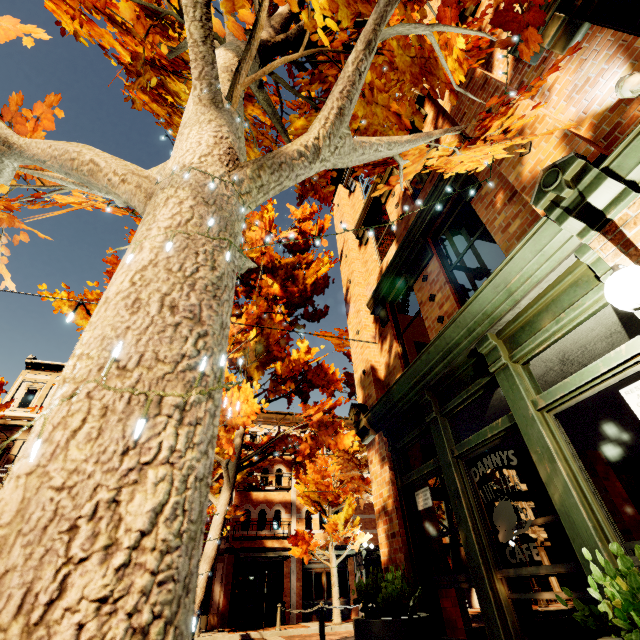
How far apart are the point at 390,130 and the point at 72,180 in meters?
4.1

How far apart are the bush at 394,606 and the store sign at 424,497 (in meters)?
1.10

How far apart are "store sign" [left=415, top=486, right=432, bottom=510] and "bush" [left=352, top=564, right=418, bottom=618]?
1.1 meters

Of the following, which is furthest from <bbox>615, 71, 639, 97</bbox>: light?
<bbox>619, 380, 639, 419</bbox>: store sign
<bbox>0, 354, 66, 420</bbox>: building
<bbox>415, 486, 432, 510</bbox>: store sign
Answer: <bbox>0, 354, 66, 420</bbox>: building

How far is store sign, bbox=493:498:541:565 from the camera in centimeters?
317cm

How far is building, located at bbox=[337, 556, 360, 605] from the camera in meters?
18.8

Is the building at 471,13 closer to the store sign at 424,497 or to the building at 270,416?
the store sign at 424,497

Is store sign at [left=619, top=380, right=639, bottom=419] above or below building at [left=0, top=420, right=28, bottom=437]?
below
